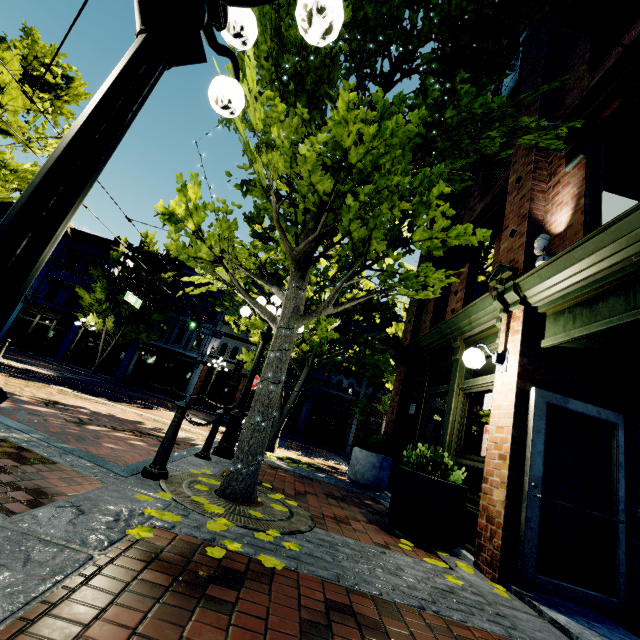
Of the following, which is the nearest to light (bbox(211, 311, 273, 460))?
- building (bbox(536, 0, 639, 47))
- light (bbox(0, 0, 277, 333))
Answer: light (bbox(0, 0, 277, 333))

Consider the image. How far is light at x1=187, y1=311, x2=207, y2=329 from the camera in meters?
17.6

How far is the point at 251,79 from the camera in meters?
2.9

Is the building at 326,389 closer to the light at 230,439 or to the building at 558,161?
the building at 558,161

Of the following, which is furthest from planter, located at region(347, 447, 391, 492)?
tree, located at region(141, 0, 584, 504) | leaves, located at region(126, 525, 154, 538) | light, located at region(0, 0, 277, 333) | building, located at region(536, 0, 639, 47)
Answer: building, located at region(536, 0, 639, 47)

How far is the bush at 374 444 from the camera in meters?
8.1

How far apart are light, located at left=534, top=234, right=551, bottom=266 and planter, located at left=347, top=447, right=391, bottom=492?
5.65m

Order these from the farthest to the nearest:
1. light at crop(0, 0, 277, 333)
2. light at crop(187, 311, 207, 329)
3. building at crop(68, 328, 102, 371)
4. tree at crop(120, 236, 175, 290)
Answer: building at crop(68, 328, 102, 371) < tree at crop(120, 236, 175, 290) < light at crop(187, 311, 207, 329) < light at crop(0, 0, 277, 333)
